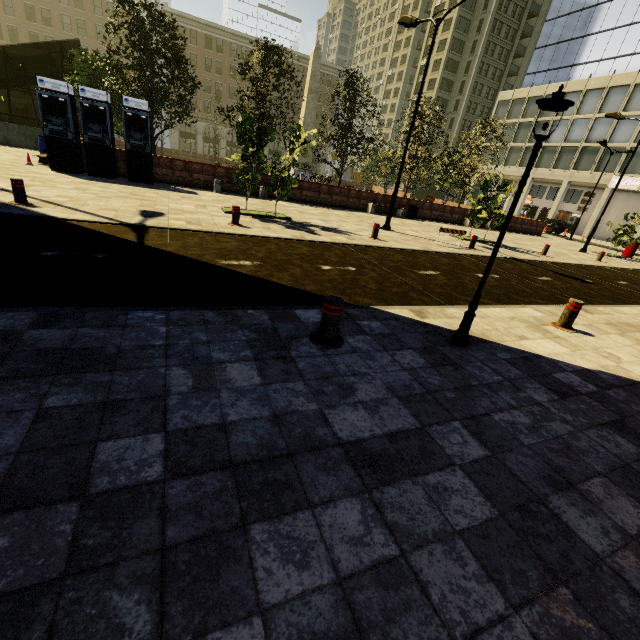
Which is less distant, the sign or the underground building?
the underground building

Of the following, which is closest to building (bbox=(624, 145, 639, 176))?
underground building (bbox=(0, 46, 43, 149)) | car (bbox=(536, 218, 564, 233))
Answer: car (bbox=(536, 218, 564, 233))

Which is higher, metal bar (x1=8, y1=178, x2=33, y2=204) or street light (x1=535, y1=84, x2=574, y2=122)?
street light (x1=535, y1=84, x2=574, y2=122)

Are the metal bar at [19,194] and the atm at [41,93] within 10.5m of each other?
yes

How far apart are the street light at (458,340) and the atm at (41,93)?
16.4m

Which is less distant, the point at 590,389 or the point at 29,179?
the point at 590,389

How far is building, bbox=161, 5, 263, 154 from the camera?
50.6m

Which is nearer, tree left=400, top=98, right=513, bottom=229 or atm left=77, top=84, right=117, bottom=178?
atm left=77, top=84, right=117, bottom=178
